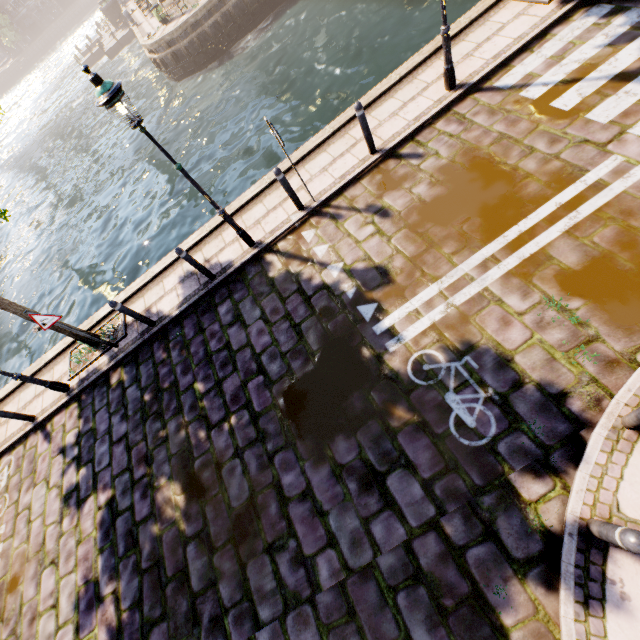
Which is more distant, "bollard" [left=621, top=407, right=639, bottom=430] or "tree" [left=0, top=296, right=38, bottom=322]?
"tree" [left=0, top=296, right=38, bottom=322]

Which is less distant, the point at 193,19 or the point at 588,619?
the point at 588,619

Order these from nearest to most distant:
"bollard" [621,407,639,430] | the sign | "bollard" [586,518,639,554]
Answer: "bollard" [586,518,639,554], "bollard" [621,407,639,430], the sign

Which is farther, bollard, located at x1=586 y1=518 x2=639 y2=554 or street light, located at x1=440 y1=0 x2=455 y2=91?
street light, located at x1=440 y1=0 x2=455 y2=91

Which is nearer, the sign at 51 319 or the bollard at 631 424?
the bollard at 631 424

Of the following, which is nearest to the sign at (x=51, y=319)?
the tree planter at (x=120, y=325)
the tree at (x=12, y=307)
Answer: the tree at (x=12, y=307)

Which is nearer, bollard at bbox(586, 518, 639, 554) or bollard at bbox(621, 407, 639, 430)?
bollard at bbox(586, 518, 639, 554)

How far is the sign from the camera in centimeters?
652cm
